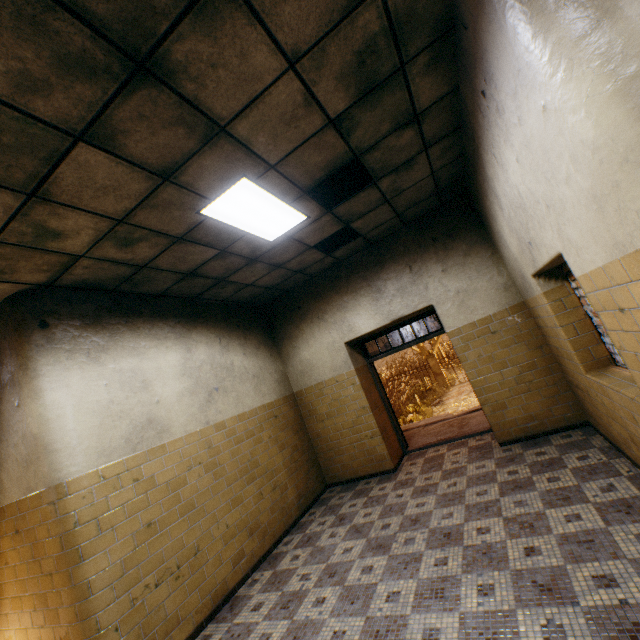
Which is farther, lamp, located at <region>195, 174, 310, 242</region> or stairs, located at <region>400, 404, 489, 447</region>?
stairs, located at <region>400, 404, 489, 447</region>

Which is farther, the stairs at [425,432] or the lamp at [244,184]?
the stairs at [425,432]

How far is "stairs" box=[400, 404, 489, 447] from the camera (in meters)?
6.69

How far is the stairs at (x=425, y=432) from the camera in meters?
6.7

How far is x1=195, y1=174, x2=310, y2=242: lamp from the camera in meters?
3.2

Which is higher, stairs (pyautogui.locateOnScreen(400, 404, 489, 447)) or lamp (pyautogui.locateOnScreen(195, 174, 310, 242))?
lamp (pyautogui.locateOnScreen(195, 174, 310, 242))

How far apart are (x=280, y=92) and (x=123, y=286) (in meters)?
3.08
